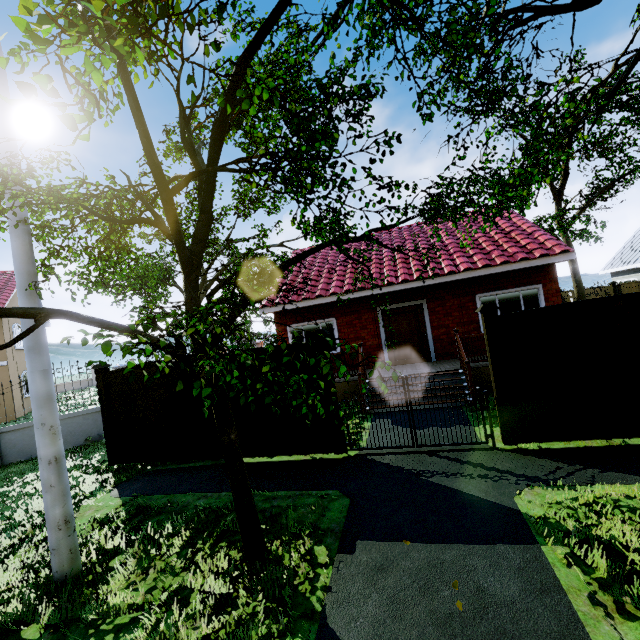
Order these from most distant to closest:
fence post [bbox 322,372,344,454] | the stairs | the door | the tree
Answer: the door → the stairs → fence post [bbox 322,372,344,454] → the tree

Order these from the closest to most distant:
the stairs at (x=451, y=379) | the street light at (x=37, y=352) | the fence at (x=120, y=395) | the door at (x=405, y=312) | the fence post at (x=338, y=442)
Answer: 1. the street light at (x=37, y=352)
2. the fence post at (x=338, y=442)
3. the fence at (x=120, y=395)
4. the stairs at (x=451, y=379)
5. the door at (x=405, y=312)

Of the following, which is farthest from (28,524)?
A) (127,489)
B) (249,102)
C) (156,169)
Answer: (249,102)

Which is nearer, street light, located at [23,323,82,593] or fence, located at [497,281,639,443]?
street light, located at [23,323,82,593]

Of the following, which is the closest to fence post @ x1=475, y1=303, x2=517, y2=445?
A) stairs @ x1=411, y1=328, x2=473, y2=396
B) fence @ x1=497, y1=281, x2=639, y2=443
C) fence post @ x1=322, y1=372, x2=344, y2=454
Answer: fence @ x1=497, y1=281, x2=639, y2=443

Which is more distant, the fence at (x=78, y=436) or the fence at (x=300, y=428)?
the fence at (x=78, y=436)

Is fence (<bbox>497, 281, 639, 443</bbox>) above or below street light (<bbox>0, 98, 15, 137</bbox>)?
below

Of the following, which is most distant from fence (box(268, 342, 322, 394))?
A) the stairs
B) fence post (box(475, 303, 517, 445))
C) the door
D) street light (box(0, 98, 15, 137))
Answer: the door
